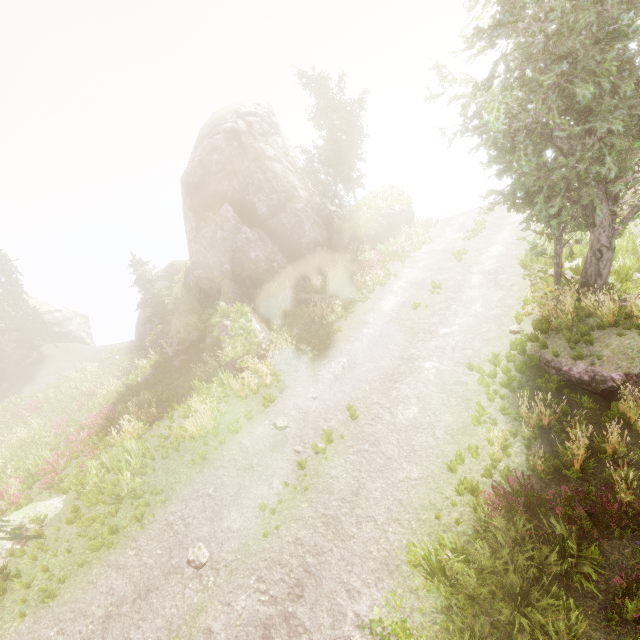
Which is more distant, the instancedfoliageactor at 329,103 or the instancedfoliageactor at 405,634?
the instancedfoliageactor at 329,103

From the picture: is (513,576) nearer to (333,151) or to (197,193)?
(197,193)

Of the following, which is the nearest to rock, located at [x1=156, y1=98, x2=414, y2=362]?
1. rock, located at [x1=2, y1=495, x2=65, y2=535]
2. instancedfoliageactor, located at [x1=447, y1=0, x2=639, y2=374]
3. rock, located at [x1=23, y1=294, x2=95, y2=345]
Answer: instancedfoliageactor, located at [x1=447, y1=0, x2=639, y2=374]

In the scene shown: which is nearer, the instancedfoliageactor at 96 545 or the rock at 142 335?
the instancedfoliageactor at 96 545

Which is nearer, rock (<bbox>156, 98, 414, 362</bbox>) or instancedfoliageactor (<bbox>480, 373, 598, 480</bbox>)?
instancedfoliageactor (<bbox>480, 373, 598, 480</bbox>)

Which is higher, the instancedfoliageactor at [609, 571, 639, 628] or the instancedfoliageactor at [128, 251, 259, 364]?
the instancedfoliageactor at [128, 251, 259, 364]

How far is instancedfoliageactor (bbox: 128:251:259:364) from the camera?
16.0m

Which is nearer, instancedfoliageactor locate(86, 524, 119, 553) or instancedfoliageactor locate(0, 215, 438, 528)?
instancedfoliageactor locate(86, 524, 119, 553)
